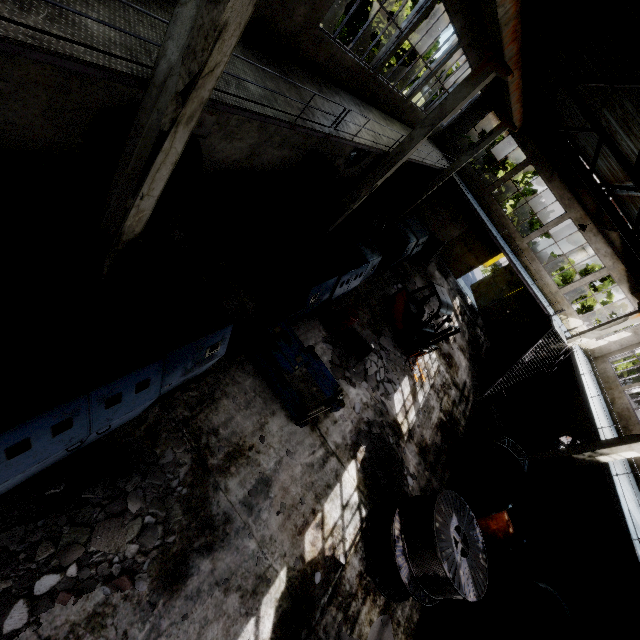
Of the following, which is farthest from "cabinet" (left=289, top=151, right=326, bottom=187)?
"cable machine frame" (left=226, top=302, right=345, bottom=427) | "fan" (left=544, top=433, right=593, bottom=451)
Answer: "fan" (left=544, top=433, right=593, bottom=451)

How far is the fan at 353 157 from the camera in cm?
1576

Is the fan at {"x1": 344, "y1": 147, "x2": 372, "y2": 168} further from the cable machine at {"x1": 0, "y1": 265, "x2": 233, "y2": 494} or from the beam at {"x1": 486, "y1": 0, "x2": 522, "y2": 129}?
the cable machine at {"x1": 0, "y1": 265, "x2": 233, "y2": 494}

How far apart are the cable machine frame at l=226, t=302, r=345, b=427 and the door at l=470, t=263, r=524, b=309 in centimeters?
2023cm

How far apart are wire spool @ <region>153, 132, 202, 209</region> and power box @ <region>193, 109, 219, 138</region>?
0.4m

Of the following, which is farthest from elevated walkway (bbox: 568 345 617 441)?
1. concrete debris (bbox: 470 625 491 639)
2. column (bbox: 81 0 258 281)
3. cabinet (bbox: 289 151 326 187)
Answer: concrete debris (bbox: 470 625 491 639)

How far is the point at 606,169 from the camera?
16.1 meters

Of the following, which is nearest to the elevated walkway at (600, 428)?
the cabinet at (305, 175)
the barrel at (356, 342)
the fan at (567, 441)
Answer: the fan at (567, 441)
